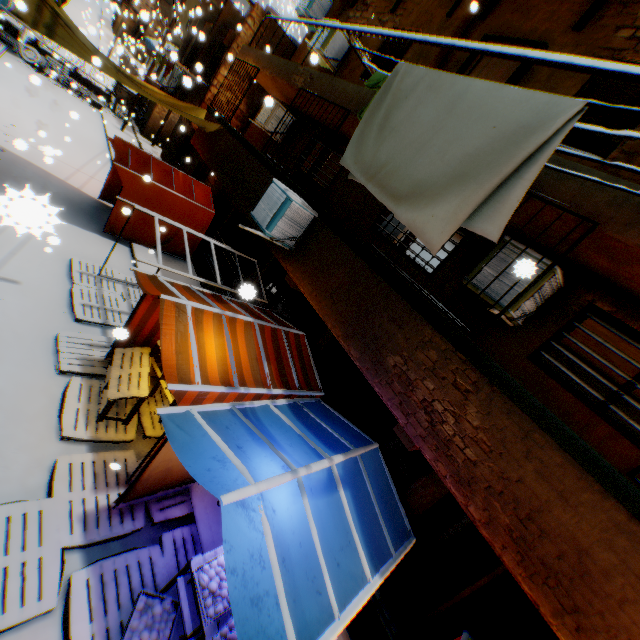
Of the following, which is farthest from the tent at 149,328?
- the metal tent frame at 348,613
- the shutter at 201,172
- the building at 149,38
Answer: the building at 149,38

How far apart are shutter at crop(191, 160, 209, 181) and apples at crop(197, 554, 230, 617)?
15.63m

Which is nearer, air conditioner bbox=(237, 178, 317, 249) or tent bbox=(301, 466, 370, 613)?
tent bbox=(301, 466, 370, 613)

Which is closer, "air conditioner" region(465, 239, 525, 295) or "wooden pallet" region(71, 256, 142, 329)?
"air conditioner" region(465, 239, 525, 295)

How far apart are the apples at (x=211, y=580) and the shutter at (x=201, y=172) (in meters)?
15.63

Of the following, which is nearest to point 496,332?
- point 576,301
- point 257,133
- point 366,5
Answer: point 576,301

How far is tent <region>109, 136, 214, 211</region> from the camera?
9.5m

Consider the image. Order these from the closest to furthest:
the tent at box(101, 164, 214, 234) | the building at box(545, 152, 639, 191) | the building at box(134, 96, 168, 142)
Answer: A: the building at box(545, 152, 639, 191) < the tent at box(101, 164, 214, 234) < the building at box(134, 96, 168, 142)
